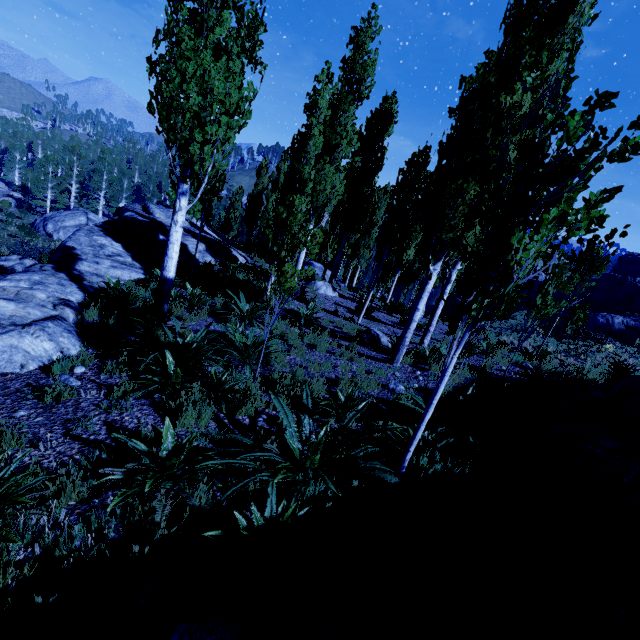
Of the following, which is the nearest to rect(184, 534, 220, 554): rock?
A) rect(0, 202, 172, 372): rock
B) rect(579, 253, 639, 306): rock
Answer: rect(0, 202, 172, 372): rock

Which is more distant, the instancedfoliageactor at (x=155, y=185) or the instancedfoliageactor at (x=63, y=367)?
the instancedfoliageactor at (x=155, y=185)

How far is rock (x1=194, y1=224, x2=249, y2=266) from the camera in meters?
13.9

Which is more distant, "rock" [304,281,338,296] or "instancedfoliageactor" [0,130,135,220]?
"instancedfoliageactor" [0,130,135,220]

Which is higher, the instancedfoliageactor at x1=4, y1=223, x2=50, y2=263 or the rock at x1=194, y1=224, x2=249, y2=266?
the rock at x1=194, y1=224, x2=249, y2=266

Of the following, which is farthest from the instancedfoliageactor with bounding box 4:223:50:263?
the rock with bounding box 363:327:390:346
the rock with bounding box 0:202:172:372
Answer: the rock with bounding box 363:327:390:346

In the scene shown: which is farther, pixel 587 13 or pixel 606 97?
pixel 587 13

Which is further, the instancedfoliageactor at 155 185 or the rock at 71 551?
the instancedfoliageactor at 155 185
